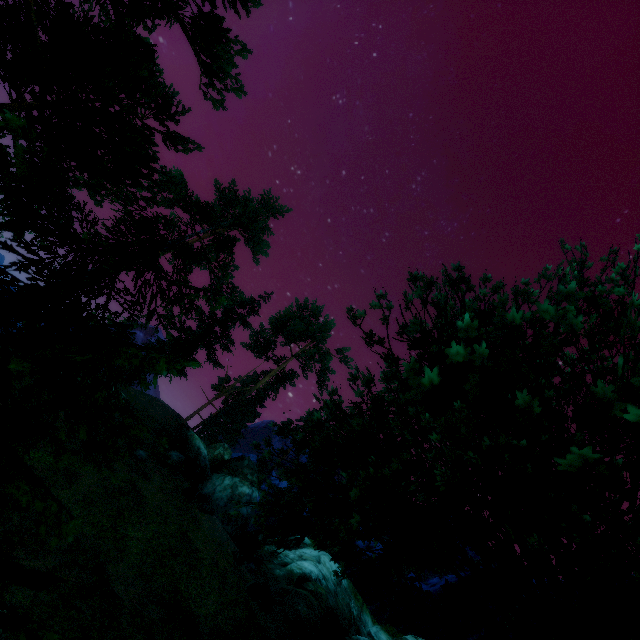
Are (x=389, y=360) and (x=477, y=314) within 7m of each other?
yes

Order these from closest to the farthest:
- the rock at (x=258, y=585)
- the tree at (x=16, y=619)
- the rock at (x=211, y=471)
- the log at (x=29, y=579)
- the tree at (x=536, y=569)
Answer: the tree at (x=16, y=619) < the tree at (x=536, y=569) < the log at (x=29, y=579) < the rock at (x=258, y=585) < the rock at (x=211, y=471)

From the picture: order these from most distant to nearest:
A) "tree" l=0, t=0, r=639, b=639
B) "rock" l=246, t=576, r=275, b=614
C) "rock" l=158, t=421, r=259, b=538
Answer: "rock" l=158, t=421, r=259, b=538 < "rock" l=246, t=576, r=275, b=614 < "tree" l=0, t=0, r=639, b=639

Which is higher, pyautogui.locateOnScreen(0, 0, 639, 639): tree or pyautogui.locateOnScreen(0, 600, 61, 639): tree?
pyautogui.locateOnScreen(0, 0, 639, 639): tree

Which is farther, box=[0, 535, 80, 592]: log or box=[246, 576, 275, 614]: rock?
box=[246, 576, 275, 614]: rock

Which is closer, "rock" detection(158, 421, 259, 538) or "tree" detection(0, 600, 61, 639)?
"tree" detection(0, 600, 61, 639)

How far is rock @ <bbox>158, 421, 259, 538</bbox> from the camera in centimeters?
2159cm

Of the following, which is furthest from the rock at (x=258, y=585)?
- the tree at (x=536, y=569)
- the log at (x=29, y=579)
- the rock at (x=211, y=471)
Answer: the rock at (x=211, y=471)
